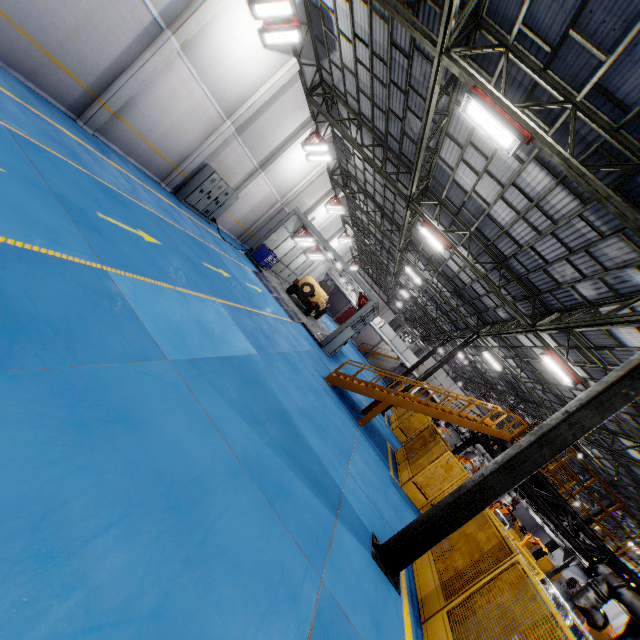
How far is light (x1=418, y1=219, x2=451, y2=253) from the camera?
14.04m

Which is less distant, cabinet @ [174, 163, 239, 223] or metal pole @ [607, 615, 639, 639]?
metal pole @ [607, 615, 639, 639]

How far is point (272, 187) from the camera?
20.06m

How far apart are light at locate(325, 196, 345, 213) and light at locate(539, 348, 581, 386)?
18.18m

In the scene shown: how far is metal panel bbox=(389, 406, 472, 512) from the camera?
11.7m

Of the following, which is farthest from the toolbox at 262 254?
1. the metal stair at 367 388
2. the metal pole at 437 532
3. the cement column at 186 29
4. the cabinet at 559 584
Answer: the cabinet at 559 584

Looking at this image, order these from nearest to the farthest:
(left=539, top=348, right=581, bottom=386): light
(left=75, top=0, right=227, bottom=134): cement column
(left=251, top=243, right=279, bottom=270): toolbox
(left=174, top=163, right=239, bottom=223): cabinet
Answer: (left=75, top=0, right=227, bottom=134): cement column < (left=539, top=348, right=581, bottom=386): light < (left=174, top=163, right=239, bottom=223): cabinet < (left=251, top=243, right=279, bottom=270): toolbox

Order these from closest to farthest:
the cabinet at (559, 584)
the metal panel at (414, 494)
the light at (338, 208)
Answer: the metal panel at (414, 494)
the cabinet at (559, 584)
the light at (338, 208)
